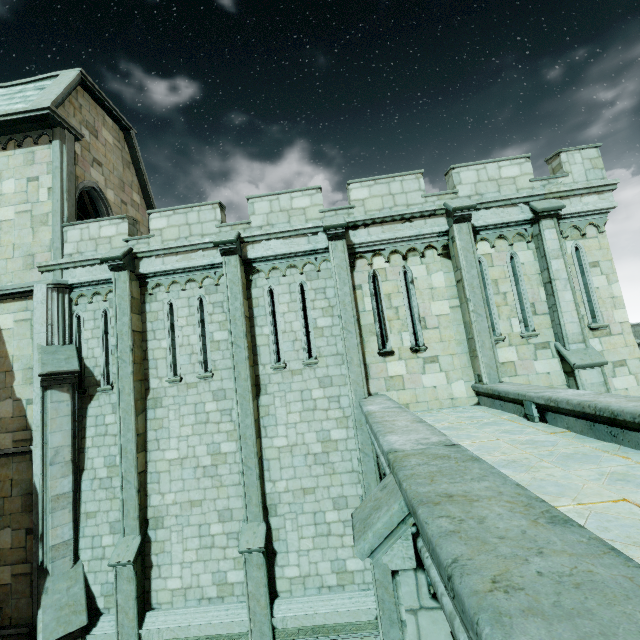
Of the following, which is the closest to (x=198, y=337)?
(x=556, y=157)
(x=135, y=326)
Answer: (x=135, y=326)

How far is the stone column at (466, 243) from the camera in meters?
8.7 m

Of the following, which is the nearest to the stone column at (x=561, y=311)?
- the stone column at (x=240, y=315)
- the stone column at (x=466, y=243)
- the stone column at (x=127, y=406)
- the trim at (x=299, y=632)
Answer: the stone column at (x=466, y=243)

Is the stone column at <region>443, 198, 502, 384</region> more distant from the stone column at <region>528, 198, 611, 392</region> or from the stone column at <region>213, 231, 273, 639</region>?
the stone column at <region>213, 231, 273, 639</region>

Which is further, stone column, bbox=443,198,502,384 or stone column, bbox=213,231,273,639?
stone column, bbox=443,198,502,384

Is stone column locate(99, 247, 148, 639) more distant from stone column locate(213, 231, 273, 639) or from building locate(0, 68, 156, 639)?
stone column locate(213, 231, 273, 639)

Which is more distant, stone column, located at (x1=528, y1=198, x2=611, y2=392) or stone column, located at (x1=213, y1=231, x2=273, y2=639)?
stone column, located at (x1=528, y1=198, x2=611, y2=392)

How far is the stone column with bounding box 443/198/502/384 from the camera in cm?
873
